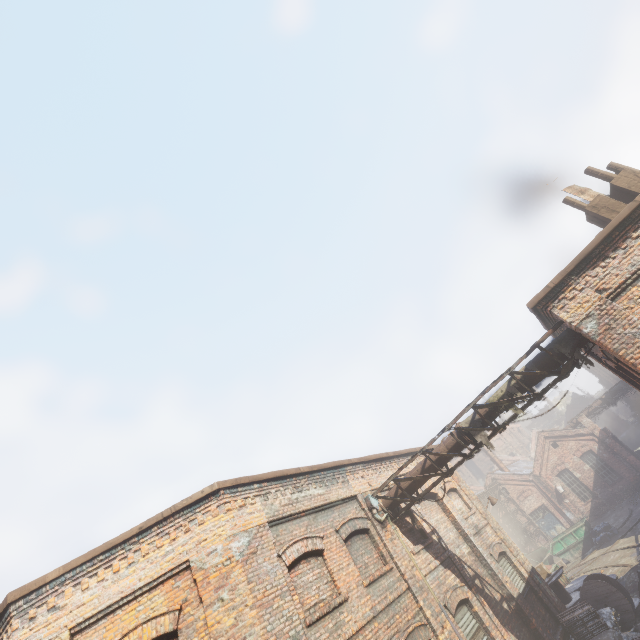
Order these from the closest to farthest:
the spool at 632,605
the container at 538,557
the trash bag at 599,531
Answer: the spool at 632,605 < the trash bag at 599,531 < the container at 538,557

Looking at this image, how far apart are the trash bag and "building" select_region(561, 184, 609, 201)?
23.73m

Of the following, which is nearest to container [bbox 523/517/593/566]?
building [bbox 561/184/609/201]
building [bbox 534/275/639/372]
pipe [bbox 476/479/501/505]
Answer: pipe [bbox 476/479/501/505]

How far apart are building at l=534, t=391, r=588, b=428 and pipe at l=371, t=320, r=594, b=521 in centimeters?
5982cm

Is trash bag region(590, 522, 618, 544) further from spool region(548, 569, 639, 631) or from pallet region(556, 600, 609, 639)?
pallet region(556, 600, 609, 639)

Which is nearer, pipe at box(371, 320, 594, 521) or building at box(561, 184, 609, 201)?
pipe at box(371, 320, 594, 521)

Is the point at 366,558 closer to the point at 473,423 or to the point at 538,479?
the point at 473,423

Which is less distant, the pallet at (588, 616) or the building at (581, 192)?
the building at (581, 192)
